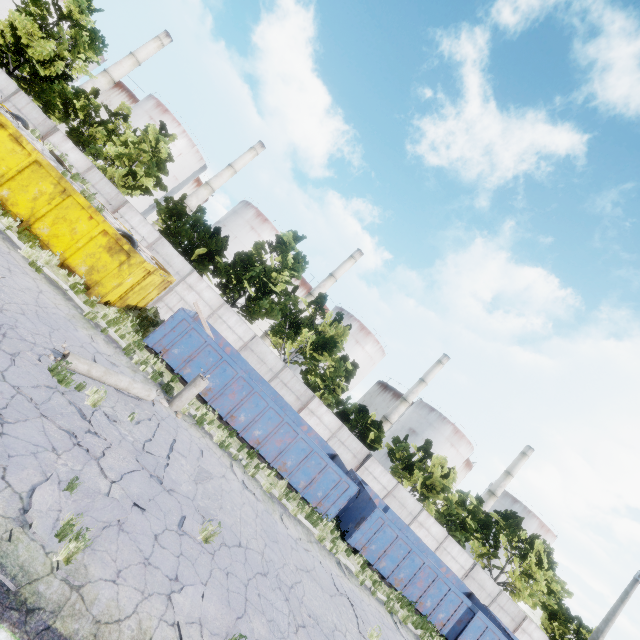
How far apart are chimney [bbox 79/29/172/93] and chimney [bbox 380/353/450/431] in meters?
67.5

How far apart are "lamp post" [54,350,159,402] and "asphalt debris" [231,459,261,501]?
3.6m

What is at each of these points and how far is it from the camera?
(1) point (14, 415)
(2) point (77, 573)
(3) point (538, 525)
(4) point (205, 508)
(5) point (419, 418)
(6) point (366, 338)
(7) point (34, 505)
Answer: (1) asphalt debris, 5.5m
(2) asphalt debris, 4.3m
(3) storage tank, 59.0m
(4) asphalt debris, 8.0m
(5) storage tank, 59.2m
(6) storage tank, 53.8m
(7) asphalt debris, 4.6m

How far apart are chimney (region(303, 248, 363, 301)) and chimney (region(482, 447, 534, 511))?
46.54m

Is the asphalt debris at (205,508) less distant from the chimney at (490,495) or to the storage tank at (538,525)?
the chimney at (490,495)

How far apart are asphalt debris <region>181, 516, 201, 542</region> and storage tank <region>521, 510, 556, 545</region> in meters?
71.8 m

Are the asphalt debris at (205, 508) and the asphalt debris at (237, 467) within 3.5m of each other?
yes

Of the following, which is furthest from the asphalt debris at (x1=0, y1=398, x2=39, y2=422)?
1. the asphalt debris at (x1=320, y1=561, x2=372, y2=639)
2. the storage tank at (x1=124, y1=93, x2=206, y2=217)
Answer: the storage tank at (x1=124, y1=93, x2=206, y2=217)
